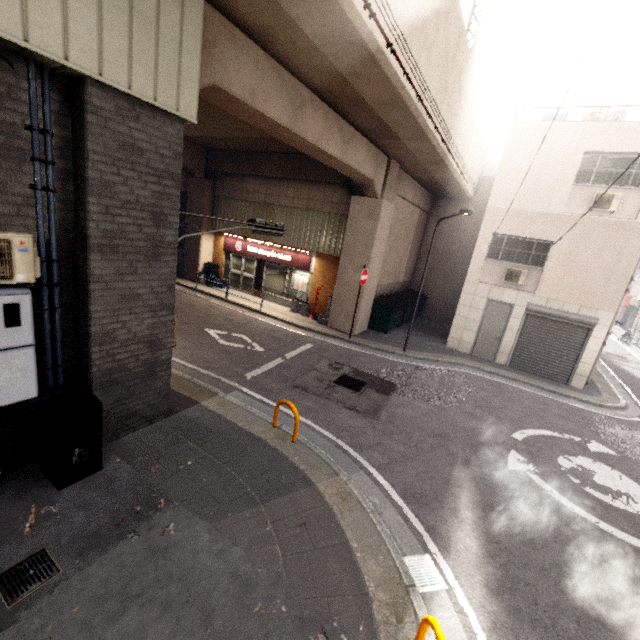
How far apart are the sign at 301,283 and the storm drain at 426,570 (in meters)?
12.21

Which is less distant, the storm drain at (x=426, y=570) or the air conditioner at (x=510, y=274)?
the storm drain at (x=426, y=570)

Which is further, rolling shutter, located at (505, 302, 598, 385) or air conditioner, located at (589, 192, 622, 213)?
rolling shutter, located at (505, 302, 598, 385)

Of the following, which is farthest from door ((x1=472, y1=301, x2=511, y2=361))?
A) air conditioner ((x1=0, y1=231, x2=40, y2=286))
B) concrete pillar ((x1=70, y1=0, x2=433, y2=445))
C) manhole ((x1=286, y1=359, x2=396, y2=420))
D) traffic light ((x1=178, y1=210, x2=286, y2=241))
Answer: air conditioner ((x1=0, y1=231, x2=40, y2=286))

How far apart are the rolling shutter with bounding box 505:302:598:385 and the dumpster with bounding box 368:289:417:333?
4.76m

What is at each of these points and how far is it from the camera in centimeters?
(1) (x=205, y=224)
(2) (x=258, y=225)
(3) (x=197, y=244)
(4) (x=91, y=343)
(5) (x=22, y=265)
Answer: (1) concrete pillar, 1756cm
(2) traffic light, 729cm
(3) concrete pillar, 1773cm
(4) concrete pillar, 467cm
(5) air conditioner, 380cm

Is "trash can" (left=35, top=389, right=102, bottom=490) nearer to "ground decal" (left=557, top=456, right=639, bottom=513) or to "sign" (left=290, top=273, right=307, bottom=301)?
"ground decal" (left=557, top=456, right=639, bottom=513)

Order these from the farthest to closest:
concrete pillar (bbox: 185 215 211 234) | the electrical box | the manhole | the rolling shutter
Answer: concrete pillar (bbox: 185 215 211 234)
the rolling shutter
the manhole
the electrical box
